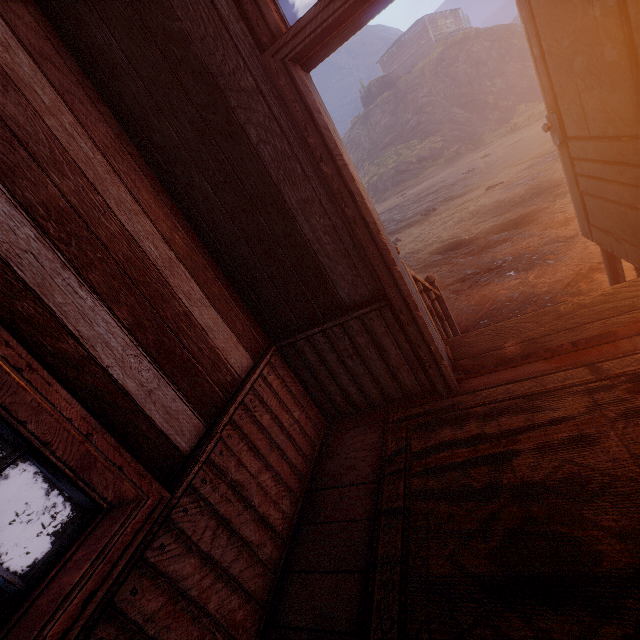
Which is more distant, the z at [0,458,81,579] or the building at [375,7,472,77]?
the building at [375,7,472,77]

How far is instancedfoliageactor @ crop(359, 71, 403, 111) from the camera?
33.9 meters

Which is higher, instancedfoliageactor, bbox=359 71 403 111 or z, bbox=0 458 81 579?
instancedfoliageactor, bbox=359 71 403 111

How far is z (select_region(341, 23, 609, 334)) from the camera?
4.79m

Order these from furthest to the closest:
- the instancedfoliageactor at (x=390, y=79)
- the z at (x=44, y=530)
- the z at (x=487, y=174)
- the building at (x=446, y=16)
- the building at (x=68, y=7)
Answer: the building at (x=446, y=16) → the instancedfoliageactor at (x=390, y=79) → the z at (x=44, y=530) → the z at (x=487, y=174) → the building at (x=68, y=7)

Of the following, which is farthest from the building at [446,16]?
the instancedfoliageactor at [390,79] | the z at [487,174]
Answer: the instancedfoliageactor at [390,79]

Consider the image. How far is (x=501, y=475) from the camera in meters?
1.6 m

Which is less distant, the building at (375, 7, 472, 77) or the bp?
the bp
